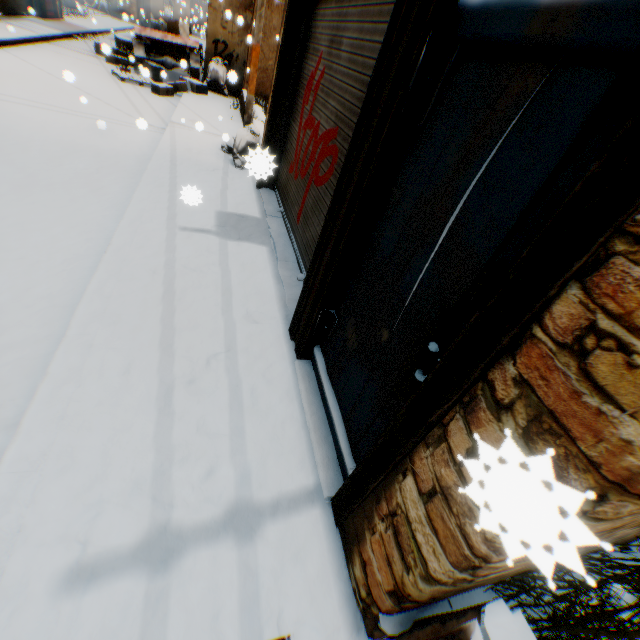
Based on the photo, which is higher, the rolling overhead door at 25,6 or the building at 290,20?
the building at 290,20

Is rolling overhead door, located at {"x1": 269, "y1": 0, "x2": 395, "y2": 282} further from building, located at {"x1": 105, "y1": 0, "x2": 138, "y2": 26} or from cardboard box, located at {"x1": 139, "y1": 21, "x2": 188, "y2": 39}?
cardboard box, located at {"x1": 139, "y1": 21, "x2": 188, "y2": 39}

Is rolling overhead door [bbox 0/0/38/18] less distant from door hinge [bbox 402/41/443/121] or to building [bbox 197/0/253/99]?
building [bbox 197/0/253/99]

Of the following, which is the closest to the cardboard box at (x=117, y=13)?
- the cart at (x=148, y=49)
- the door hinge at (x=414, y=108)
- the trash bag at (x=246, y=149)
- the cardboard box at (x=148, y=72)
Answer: the cart at (x=148, y=49)

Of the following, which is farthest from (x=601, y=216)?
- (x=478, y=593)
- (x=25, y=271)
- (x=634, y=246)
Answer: (x=25, y=271)

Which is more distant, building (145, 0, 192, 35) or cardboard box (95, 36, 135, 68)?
building (145, 0, 192, 35)

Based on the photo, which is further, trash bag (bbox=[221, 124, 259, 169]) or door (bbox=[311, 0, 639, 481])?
trash bag (bbox=[221, 124, 259, 169])

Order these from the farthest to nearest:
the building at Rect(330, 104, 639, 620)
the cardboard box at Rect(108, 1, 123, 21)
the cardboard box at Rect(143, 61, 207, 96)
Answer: the cardboard box at Rect(108, 1, 123, 21)
the cardboard box at Rect(143, 61, 207, 96)
the building at Rect(330, 104, 639, 620)
